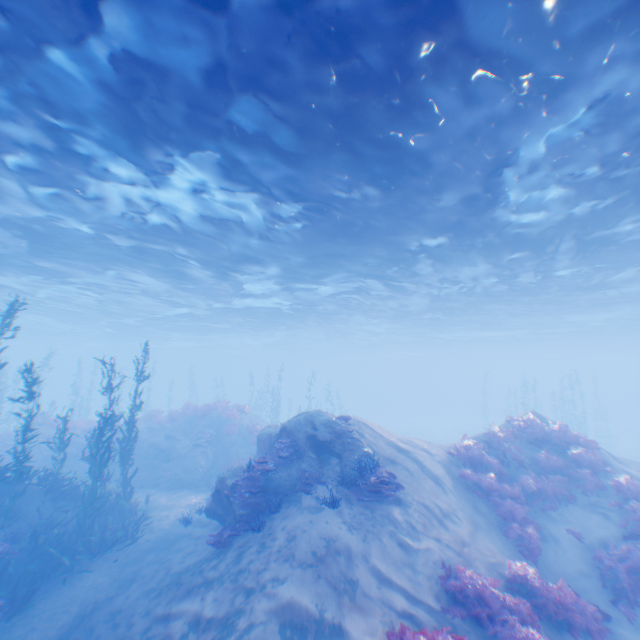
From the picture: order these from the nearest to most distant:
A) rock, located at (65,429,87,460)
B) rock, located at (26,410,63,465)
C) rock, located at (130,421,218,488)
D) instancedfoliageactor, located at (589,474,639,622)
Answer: instancedfoliageactor, located at (589,474,639,622) < rock, located at (130,421,218,488) < rock, located at (26,410,63,465) < rock, located at (65,429,87,460)

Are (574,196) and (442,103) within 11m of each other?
yes

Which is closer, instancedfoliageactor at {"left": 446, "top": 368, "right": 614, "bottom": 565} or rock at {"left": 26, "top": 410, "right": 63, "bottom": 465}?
instancedfoliageactor at {"left": 446, "top": 368, "right": 614, "bottom": 565}

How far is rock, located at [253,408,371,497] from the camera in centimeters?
1059cm

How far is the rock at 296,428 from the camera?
10.6 meters

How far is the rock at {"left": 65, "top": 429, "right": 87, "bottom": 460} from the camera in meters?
20.2 m

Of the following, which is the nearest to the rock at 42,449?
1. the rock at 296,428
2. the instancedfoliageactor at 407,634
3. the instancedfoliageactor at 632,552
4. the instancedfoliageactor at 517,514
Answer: the rock at 296,428

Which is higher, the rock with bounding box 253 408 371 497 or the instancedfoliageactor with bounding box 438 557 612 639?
the rock with bounding box 253 408 371 497
